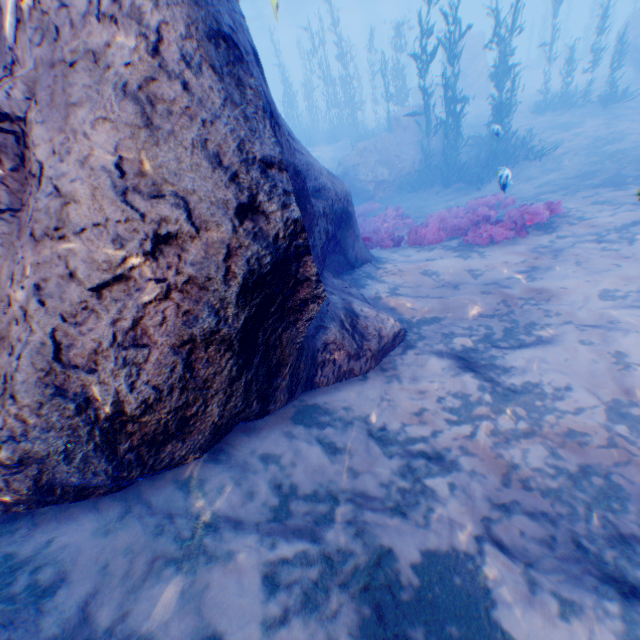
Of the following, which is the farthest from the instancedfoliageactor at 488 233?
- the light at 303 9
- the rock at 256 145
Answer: the light at 303 9

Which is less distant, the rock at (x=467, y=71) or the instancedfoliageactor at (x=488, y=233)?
the instancedfoliageactor at (x=488, y=233)

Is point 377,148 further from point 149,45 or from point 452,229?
point 149,45

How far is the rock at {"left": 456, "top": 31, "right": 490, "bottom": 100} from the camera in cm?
2484

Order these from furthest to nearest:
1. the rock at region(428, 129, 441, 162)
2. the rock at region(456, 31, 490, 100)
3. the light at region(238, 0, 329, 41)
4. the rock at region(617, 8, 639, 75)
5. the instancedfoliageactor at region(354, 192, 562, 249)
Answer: the light at region(238, 0, 329, 41) → the rock at region(456, 31, 490, 100) → the rock at region(617, 8, 639, 75) → the rock at region(428, 129, 441, 162) → the instancedfoliageactor at region(354, 192, 562, 249)

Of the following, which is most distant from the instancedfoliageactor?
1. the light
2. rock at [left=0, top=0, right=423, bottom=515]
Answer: the light

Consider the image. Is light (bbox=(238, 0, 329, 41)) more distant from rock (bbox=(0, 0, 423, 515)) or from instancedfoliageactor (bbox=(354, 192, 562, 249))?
instancedfoliageactor (bbox=(354, 192, 562, 249))
